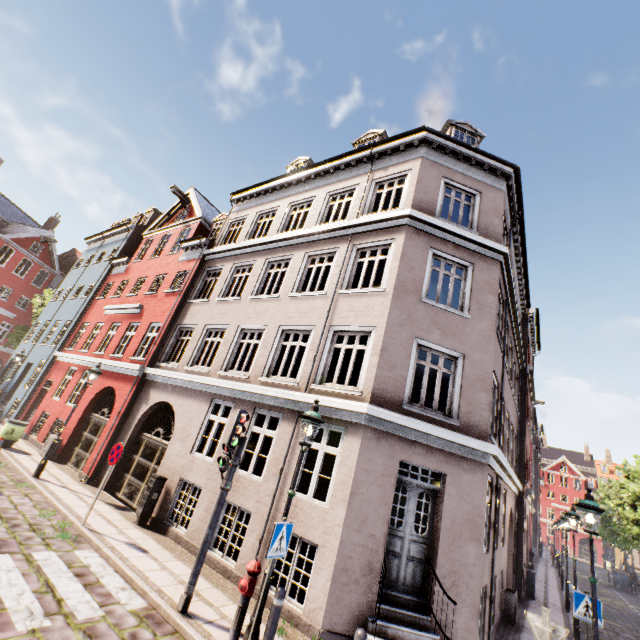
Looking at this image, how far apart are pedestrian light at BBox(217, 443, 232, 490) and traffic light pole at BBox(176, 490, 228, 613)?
0.0m

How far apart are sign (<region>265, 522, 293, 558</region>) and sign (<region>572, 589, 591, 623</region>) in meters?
7.0 m

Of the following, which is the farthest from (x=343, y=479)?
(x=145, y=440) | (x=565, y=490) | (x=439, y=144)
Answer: (x=565, y=490)

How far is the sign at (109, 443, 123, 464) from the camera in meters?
8.3 m

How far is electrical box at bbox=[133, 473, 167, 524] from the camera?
9.1m

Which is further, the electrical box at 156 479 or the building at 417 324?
the electrical box at 156 479

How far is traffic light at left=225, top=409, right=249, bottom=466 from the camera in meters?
6.4

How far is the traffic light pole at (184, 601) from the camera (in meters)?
5.61
